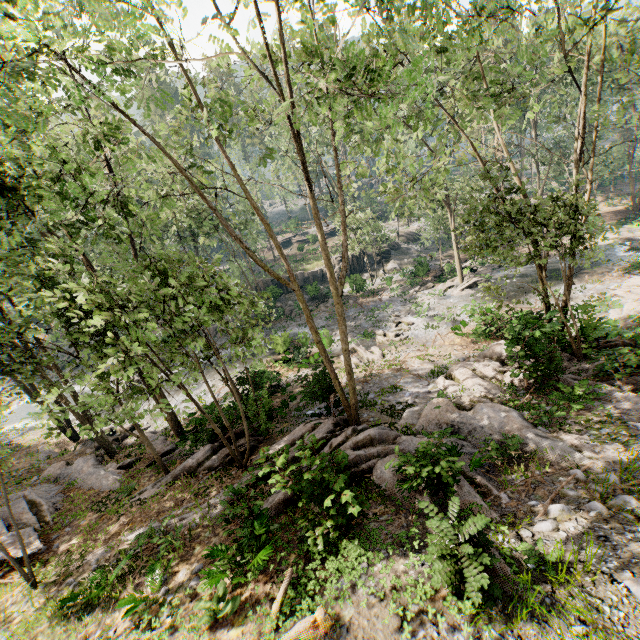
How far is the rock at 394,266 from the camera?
39.72m

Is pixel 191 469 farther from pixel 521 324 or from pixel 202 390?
pixel 521 324

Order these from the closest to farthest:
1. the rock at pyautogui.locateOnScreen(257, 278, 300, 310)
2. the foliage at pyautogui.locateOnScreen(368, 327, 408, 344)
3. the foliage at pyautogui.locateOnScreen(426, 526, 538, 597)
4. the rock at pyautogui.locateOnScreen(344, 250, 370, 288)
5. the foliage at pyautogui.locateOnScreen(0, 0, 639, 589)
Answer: the foliage at pyautogui.locateOnScreen(426, 526, 538, 597), the foliage at pyautogui.locateOnScreen(0, 0, 639, 589), the foliage at pyautogui.locateOnScreen(368, 327, 408, 344), the rock at pyautogui.locateOnScreen(344, 250, 370, 288), the rock at pyautogui.locateOnScreen(257, 278, 300, 310)

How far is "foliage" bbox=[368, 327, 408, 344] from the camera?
23.80m

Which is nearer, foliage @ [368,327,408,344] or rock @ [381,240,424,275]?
foliage @ [368,327,408,344]

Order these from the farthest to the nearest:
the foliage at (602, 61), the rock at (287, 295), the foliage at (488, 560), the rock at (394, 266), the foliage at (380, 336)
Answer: the rock at (394, 266)
the rock at (287, 295)
the foliage at (380, 336)
the foliage at (602, 61)
the foliage at (488, 560)

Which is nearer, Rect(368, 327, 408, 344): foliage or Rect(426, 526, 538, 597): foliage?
Rect(426, 526, 538, 597): foliage

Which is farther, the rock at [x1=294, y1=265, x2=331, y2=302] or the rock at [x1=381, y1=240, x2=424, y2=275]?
the rock at [x1=381, y1=240, x2=424, y2=275]
